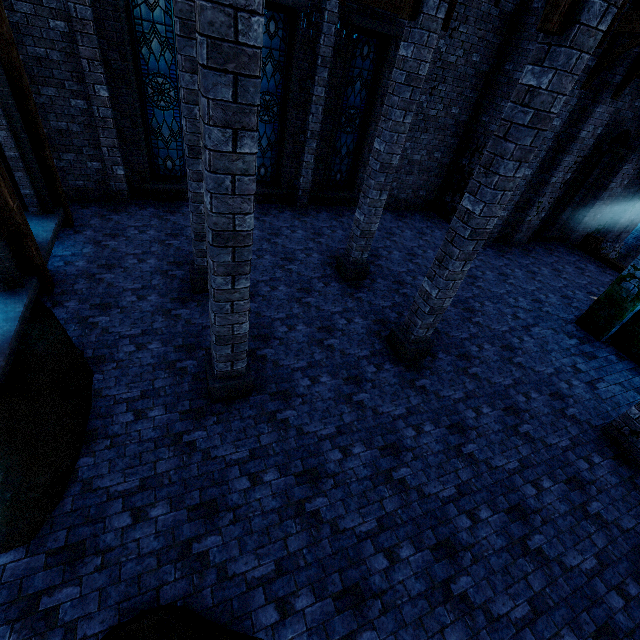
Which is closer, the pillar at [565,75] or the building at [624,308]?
the pillar at [565,75]

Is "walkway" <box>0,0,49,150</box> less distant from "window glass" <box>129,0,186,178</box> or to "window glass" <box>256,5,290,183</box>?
"window glass" <box>129,0,186,178</box>

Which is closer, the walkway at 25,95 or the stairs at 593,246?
the walkway at 25,95

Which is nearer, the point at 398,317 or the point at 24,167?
the point at 24,167

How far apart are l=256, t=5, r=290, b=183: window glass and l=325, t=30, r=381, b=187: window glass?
1.84m

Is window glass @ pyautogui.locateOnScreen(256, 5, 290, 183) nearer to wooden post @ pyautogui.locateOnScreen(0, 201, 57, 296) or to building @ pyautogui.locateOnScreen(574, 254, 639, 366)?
building @ pyautogui.locateOnScreen(574, 254, 639, 366)

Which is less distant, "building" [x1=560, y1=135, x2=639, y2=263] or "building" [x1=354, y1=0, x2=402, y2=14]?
"building" [x1=354, y1=0, x2=402, y2=14]

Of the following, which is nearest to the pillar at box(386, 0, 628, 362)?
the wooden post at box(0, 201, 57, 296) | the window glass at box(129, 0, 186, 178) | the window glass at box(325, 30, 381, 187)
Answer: the wooden post at box(0, 201, 57, 296)
